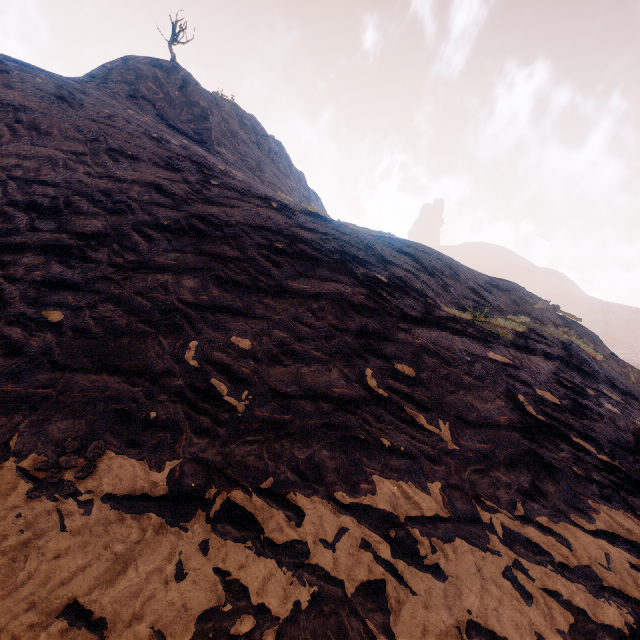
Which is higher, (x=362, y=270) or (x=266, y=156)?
(x=266, y=156)
